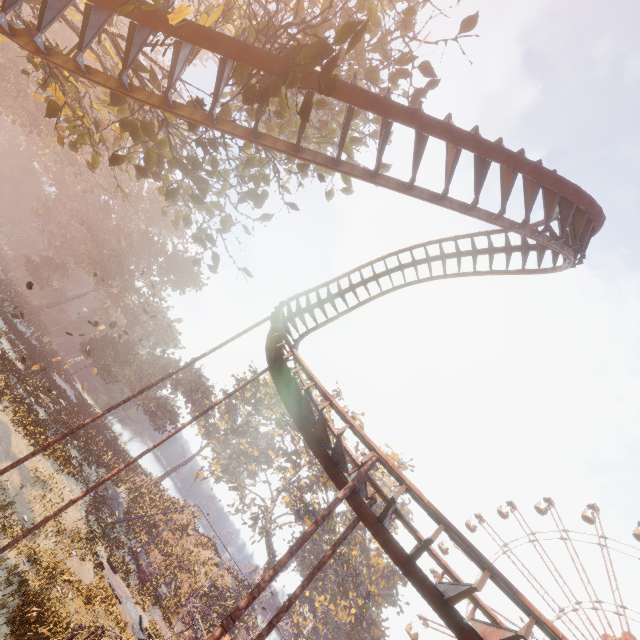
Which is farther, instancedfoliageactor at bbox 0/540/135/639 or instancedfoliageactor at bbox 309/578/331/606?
instancedfoliageactor at bbox 309/578/331/606

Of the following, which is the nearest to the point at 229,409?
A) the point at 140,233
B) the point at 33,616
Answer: the point at 140,233

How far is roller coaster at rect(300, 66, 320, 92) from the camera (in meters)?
6.41

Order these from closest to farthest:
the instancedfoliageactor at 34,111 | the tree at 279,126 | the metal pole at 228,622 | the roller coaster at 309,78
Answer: the metal pole at 228,622
the tree at 279,126
the roller coaster at 309,78
the instancedfoliageactor at 34,111

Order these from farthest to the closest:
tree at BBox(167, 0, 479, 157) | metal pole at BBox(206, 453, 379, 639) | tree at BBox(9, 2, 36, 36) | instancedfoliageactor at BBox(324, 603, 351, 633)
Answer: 1. instancedfoliageactor at BBox(324, 603, 351, 633)
2. tree at BBox(9, 2, 36, 36)
3. tree at BBox(167, 0, 479, 157)
4. metal pole at BBox(206, 453, 379, 639)

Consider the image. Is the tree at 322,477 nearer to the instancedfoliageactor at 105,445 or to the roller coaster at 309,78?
the instancedfoliageactor at 105,445

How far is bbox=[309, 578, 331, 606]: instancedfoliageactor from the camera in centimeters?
5594cm

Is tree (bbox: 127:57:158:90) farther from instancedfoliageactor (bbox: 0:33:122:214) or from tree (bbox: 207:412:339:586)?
tree (bbox: 207:412:339:586)
